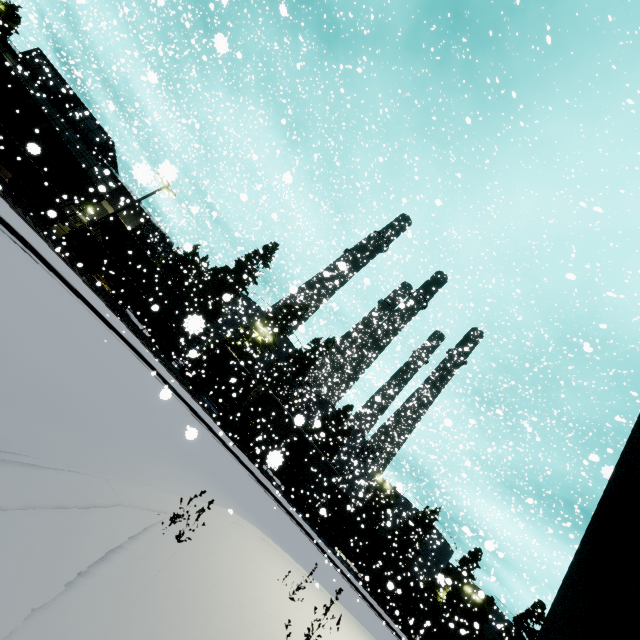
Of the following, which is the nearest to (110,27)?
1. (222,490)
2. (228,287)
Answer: (228,287)

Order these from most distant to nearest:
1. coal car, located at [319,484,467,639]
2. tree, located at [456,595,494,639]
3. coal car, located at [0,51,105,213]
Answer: tree, located at [456,595,494,639] < coal car, located at [319,484,467,639] < coal car, located at [0,51,105,213]

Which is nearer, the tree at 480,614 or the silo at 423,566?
the tree at 480,614

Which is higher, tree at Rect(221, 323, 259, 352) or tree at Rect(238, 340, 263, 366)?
tree at Rect(221, 323, 259, 352)

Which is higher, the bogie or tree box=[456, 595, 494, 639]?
tree box=[456, 595, 494, 639]

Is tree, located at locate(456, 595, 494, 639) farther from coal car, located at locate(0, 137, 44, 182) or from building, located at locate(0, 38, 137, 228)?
building, located at locate(0, 38, 137, 228)

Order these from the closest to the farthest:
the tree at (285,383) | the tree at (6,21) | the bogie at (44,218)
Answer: the bogie at (44,218), the tree at (6,21), the tree at (285,383)

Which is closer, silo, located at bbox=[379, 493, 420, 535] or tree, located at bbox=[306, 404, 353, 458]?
silo, located at bbox=[379, 493, 420, 535]
